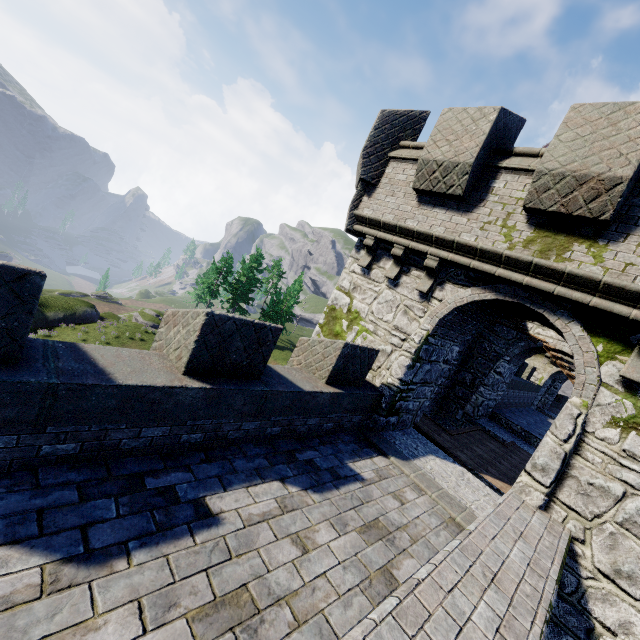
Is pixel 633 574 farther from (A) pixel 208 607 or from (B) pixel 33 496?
(B) pixel 33 496
